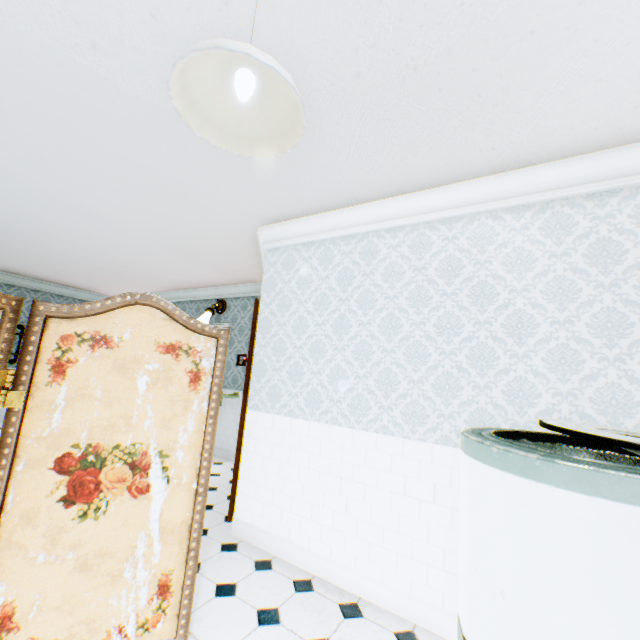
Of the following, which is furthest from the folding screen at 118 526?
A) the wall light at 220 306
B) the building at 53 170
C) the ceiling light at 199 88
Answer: the wall light at 220 306

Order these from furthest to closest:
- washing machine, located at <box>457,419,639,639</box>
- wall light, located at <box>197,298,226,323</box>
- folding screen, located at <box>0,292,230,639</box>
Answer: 1. wall light, located at <box>197,298,226,323</box>
2. folding screen, located at <box>0,292,230,639</box>
3. washing machine, located at <box>457,419,639,639</box>

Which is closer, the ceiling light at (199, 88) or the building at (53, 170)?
the ceiling light at (199, 88)

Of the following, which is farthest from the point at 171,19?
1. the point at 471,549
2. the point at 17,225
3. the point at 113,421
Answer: the point at 17,225

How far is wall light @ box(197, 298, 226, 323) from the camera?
6.1 meters

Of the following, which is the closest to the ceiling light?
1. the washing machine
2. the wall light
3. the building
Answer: the building

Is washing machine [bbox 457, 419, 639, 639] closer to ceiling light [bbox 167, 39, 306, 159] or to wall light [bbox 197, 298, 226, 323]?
ceiling light [bbox 167, 39, 306, 159]

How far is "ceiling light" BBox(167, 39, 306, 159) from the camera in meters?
1.0
